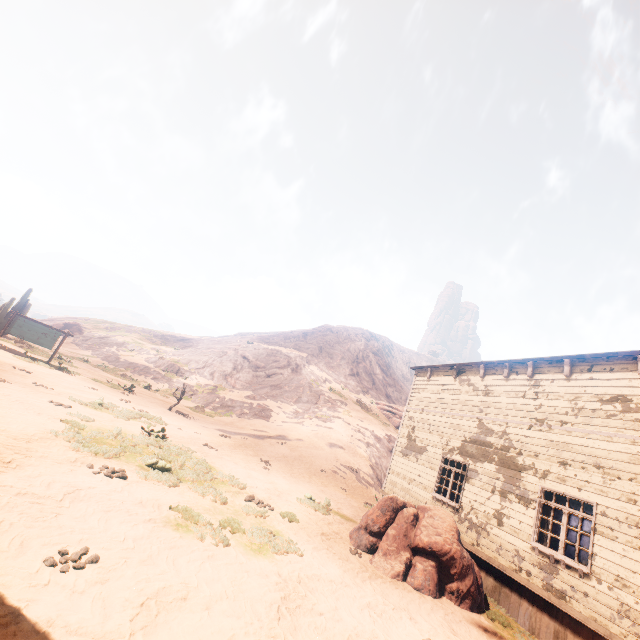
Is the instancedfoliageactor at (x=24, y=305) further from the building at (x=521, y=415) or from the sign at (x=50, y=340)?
the building at (x=521, y=415)

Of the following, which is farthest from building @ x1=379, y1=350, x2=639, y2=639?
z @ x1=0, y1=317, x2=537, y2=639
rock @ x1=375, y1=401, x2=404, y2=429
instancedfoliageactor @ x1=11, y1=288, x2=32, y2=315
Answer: instancedfoliageactor @ x1=11, y1=288, x2=32, y2=315

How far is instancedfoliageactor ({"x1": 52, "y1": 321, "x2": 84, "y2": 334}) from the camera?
44.9m

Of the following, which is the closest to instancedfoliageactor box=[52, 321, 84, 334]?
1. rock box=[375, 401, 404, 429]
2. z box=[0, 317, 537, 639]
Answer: z box=[0, 317, 537, 639]

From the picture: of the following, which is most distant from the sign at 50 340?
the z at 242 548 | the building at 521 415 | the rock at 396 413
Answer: the rock at 396 413

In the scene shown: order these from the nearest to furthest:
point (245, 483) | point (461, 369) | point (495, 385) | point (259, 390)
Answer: point (245, 483), point (495, 385), point (461, 369), point (259, 390)

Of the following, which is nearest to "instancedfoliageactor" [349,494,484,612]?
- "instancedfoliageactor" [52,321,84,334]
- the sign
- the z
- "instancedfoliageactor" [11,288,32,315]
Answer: the z

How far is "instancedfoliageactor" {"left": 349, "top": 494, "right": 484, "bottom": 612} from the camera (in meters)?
7.84
